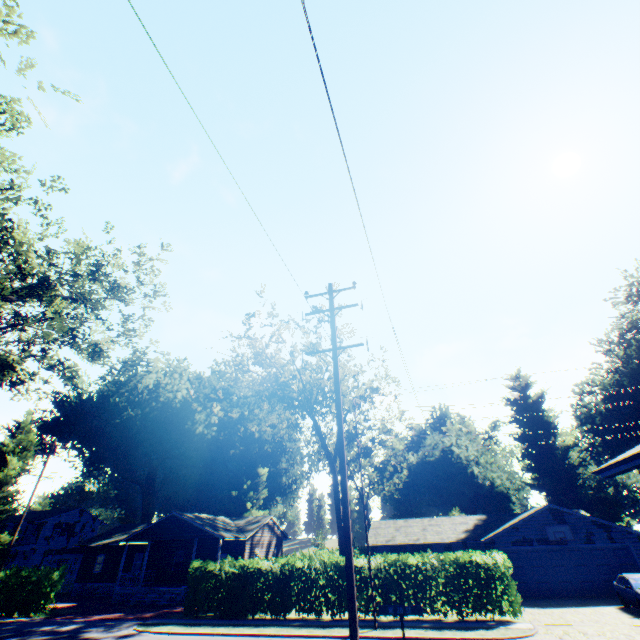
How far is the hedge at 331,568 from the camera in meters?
19.0

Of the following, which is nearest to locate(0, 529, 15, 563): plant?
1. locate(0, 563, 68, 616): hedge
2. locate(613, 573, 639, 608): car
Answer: locate(0, 563, 68, 616): hedge

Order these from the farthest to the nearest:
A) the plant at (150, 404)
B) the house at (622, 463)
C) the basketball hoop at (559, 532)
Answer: the plant at (150, 404), the basketball hoop at (559, 532), the house at (622, 463)

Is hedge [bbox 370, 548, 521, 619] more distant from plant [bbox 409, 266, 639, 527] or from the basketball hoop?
plant [bbox 409, 266, 639, 527]

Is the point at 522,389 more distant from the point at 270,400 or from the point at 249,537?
the point at 249,537

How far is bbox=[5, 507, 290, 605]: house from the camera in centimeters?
2922cm

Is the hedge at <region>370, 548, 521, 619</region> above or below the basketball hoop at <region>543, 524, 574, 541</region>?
below

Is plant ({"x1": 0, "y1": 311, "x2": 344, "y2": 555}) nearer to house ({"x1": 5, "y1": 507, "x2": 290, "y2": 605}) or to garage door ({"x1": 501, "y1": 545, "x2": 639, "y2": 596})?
house ({"x1": 5, "y1": 507, "x2": 290, "y2": 605})
